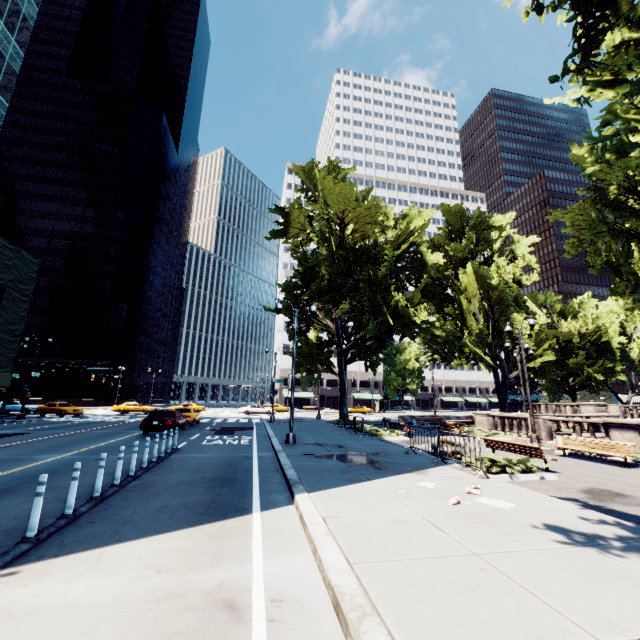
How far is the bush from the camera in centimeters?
1009cm

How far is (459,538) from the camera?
5.1m

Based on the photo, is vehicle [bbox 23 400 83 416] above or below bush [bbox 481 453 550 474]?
above

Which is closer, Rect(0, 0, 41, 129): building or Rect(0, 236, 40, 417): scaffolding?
Rect(0, 236, 40, 417): scaffolding

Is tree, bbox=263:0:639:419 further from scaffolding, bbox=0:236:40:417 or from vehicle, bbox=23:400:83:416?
vehicle, bbox=23:400:83:416

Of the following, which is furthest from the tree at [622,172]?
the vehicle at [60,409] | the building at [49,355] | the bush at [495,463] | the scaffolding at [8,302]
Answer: the building at [49,355]

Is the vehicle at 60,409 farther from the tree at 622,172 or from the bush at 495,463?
the bush at 495,463

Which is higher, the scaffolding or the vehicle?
the scaffolding
